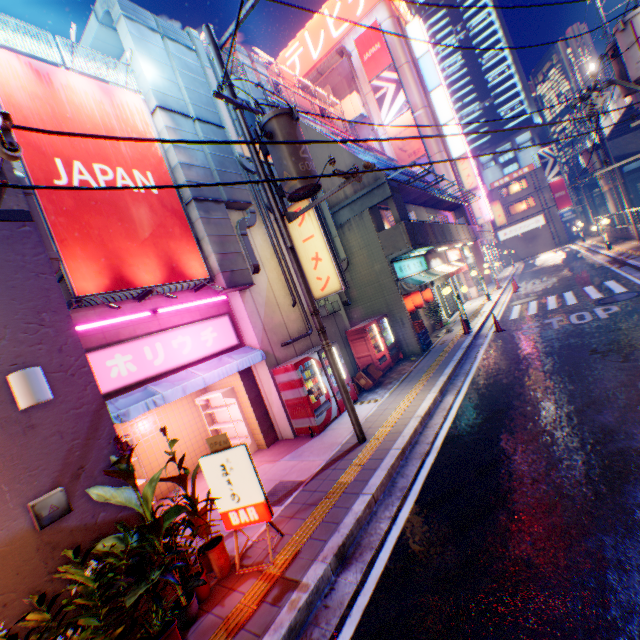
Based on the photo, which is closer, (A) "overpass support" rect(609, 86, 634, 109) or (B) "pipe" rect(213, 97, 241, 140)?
(B) "pipe" rect(213, 97, 241, 140)

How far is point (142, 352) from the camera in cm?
712

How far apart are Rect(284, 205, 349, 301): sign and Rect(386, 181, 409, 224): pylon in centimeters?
386cm

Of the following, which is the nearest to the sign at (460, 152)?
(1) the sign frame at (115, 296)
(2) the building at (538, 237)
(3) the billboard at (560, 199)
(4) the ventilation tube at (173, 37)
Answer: (2) the building at (538, 237)

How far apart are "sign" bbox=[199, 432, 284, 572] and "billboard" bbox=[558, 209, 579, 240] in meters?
57.5 m

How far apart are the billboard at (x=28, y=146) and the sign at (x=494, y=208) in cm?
4416

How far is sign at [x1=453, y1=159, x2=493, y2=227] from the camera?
30.9m

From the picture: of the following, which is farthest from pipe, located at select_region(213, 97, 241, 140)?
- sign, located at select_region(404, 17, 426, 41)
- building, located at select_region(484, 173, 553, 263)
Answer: building, located at select_region(484, 173, 553, 263)
